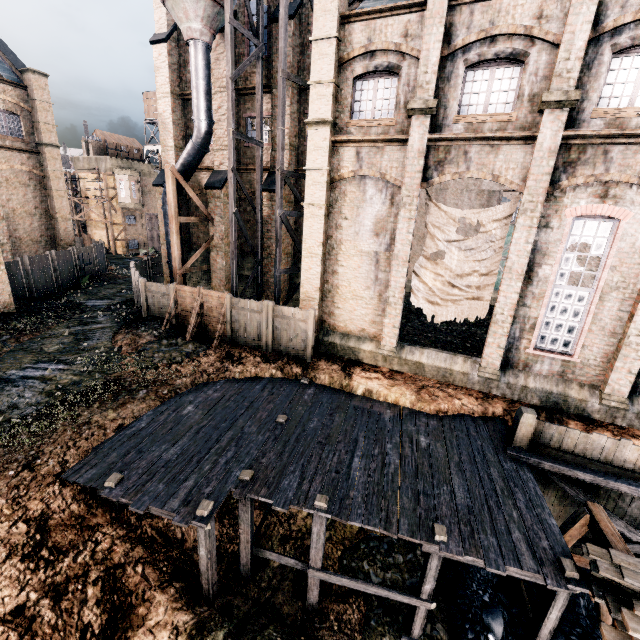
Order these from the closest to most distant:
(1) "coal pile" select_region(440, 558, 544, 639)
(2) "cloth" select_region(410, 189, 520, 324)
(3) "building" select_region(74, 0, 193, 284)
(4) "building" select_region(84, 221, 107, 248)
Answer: (1) "coal pile" select_region(440, 558, 544, 639) < (2) "cloth" select_region(410, 189, 520, 324) < (3) "building" select_region(74, 0, 193, 284) < (4) "building" select_region(84, 221, 107, 248)

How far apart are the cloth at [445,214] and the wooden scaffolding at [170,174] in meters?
13.9 m

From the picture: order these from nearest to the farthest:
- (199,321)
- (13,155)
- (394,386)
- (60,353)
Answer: (394,386) < (60,353) < (199,321) < (13,155)

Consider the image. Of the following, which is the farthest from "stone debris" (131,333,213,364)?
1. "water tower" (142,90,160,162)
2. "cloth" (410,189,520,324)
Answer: "water tower" (142,90,160,162)

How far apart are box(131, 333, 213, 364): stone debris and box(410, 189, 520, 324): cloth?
10.7 meters

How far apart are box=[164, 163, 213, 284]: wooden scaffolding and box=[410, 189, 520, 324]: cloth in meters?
13.9 m

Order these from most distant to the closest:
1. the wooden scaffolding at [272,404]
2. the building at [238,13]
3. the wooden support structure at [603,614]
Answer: the building at [238,13] → the wooden support structure at [603,614] → the wooden scaffolding at [272,404]

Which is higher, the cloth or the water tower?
the water tower
